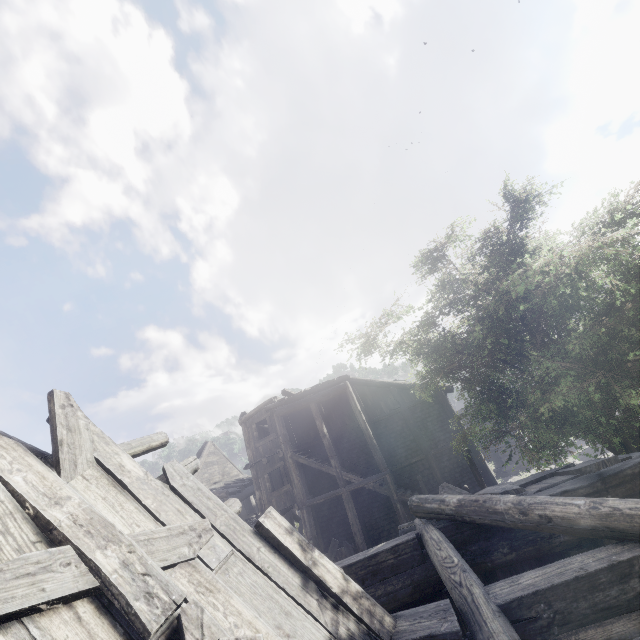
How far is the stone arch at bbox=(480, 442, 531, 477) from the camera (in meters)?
25.67

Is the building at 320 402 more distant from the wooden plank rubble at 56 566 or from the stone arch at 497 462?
the stone arch at 497 462

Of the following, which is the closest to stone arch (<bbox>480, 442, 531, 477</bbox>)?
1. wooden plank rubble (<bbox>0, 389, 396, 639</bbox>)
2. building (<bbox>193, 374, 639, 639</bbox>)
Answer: building (<bbox>193, 374, 639, 639</bbox>)

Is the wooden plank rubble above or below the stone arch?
above

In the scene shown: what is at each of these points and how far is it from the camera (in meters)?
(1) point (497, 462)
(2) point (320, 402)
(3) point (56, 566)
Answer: (1) stone arch, 26.75
(2) building, 18.91
(3) wooden plank rubble, 2.29

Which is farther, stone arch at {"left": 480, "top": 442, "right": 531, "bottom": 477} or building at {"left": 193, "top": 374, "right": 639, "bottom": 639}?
stone arch at {"left": 480, "top": 442, "right": 531, "bottom": 477}

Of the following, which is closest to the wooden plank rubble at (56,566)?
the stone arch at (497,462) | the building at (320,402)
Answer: the building at (320,402)
